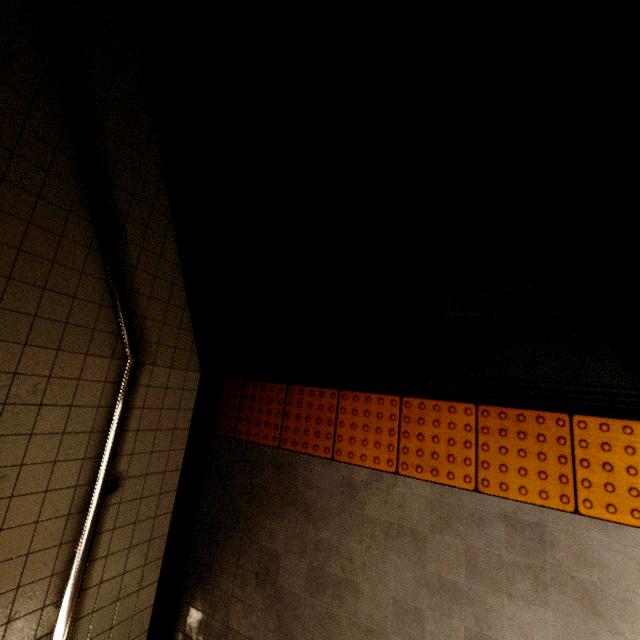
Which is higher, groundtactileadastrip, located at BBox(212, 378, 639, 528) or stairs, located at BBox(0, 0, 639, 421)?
stairs, located at BBox(0, 0, 639, 421)

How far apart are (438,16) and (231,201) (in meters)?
1.63

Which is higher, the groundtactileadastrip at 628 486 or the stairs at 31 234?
the stairs at 31 234
